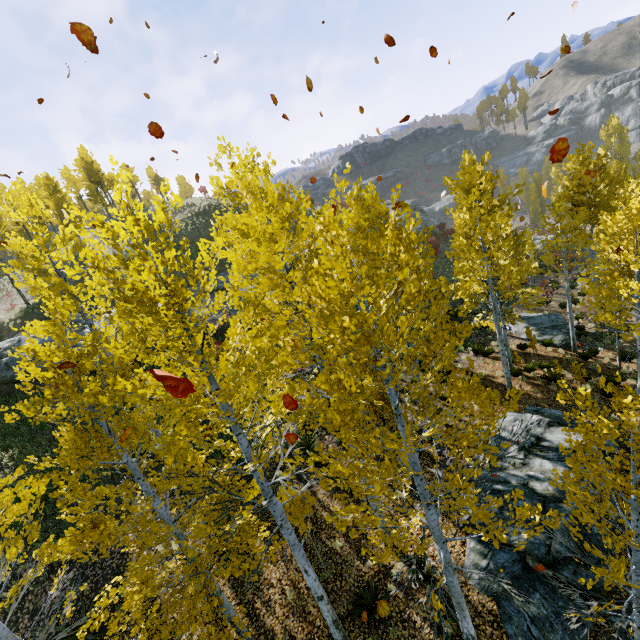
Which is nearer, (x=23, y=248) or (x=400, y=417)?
(x=400, y=417)

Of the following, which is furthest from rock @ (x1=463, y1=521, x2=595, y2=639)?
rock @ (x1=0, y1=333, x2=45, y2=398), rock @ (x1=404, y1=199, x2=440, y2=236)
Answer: rock @ (x1=404, y1=199, x2=440, y2=236)

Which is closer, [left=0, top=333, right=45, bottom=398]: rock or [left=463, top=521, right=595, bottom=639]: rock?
[left=463, top=521, right=595, bottom=639]: rock

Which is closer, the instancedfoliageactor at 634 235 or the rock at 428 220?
the instancedfoliageactor at 634 235

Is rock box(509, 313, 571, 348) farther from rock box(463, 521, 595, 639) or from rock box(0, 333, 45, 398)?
rock box(0, 333, 45, 398)

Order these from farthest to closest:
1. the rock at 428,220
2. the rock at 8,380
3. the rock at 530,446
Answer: the rock at 428,220 < the rock at 8,380 < the rock at 530,446

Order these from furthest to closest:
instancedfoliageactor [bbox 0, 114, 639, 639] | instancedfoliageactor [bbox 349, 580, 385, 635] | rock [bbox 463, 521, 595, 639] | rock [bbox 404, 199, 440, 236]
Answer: rock [bbox 404, 199, 440, 236], instancedfoliageactor [bbox 349, 580, 385, 635], rock [bbox 463, 521, 595, 639], instancedfoliageactor [bbox 0, 114, 639, 639]

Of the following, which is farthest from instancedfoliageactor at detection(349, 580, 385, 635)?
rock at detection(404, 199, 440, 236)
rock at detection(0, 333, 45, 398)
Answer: rock at detection(404, 199, 440, 236)
